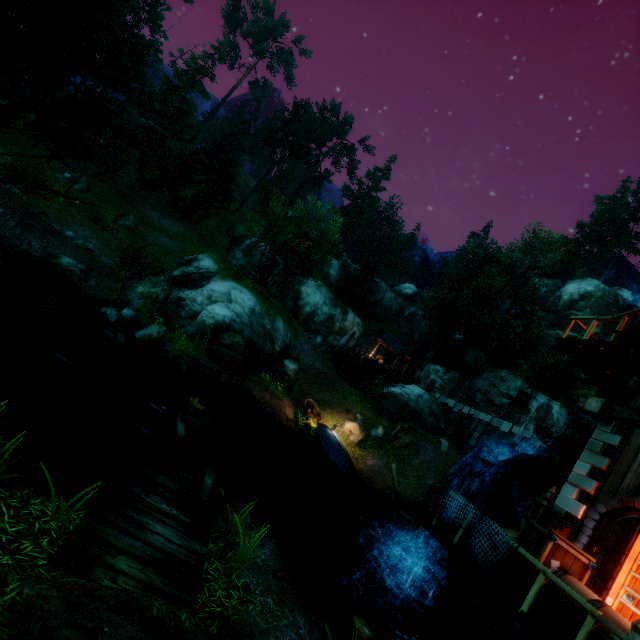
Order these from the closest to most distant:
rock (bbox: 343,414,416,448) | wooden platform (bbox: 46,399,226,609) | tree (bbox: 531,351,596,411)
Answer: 1. wooden platform (bbox: 46,399,226,609)
2. rock (bbox: 343,414,416,448)
3. tree (bbox: 531,351,596,411)

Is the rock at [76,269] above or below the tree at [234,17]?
below

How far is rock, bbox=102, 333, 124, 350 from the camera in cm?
1330

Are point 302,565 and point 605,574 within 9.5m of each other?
yes

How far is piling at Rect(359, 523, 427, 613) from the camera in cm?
1278

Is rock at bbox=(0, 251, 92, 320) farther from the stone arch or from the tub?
the stone arch

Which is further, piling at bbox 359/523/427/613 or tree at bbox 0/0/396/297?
tree at bbox 0/0/396/297

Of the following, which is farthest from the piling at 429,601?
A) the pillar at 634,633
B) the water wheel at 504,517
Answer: the pillar at 634,633
